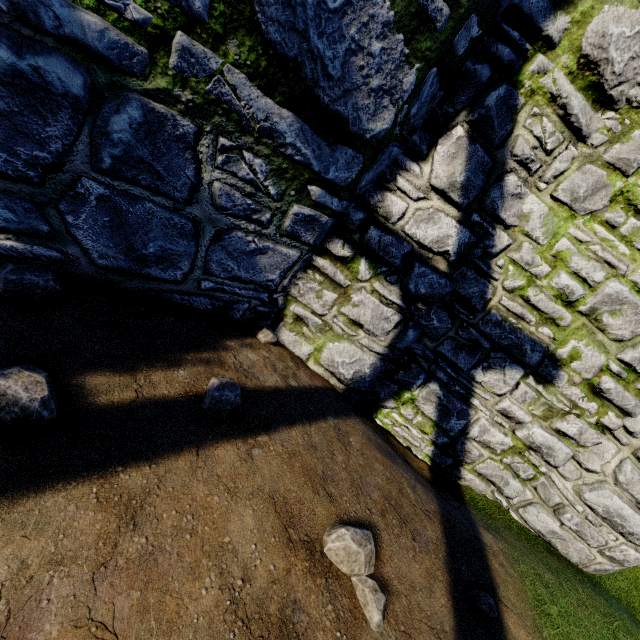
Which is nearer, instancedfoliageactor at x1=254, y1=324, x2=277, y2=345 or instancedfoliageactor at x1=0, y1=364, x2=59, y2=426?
instancedfoliageactor at x1=0, y1=364, x2=59, y2=426

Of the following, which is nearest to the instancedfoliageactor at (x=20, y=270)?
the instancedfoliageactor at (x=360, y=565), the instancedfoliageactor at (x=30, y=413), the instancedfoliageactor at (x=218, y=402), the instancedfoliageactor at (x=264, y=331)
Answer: the instancedfoliageactor at (x=30, y=413)

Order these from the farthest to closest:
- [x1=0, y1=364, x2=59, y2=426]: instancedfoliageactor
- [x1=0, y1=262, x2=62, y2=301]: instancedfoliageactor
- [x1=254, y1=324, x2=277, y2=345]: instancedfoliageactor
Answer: [x1=254, y1=324, x2=277, y2=345]: instancedfoliageactor, [x1=0, y1=262, x2=62, y2=301]: instancedfoliageactor, [x1=0, y1=364, x2=59, y2=426]: instancedfoliageactor

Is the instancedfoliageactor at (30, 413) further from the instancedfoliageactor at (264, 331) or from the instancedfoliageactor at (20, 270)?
the instancedfoliageactor at (264, 331)

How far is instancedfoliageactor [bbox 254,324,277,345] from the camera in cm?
360

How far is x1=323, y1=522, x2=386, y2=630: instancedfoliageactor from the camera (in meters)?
1.86

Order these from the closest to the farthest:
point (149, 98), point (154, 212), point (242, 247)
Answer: point (149, 98) → point (154, 212) → point (242, 247)

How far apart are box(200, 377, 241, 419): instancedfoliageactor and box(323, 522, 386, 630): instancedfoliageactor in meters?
1.0 m
